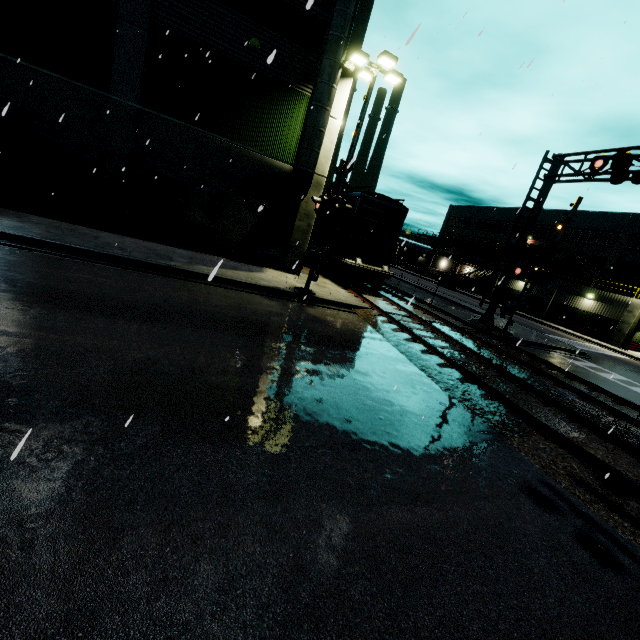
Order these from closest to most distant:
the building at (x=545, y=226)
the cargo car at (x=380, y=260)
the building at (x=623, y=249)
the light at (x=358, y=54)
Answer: the light at (x=358, y=54) → the cargo car at (x=380, y=260) → the building at (x=623, y=249) → the building at (x=545, y=226)

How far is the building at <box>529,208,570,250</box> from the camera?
46.0m

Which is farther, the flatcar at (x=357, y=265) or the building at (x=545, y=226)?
the building at (x=545, y=226)

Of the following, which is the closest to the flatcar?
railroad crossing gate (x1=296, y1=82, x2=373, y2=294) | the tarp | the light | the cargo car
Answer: the cargo car

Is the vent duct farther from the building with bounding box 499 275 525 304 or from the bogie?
the bogie

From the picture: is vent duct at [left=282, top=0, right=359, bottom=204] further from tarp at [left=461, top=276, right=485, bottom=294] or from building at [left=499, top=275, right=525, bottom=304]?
tarp at [left=461, top=276, right=485, bottom=294]

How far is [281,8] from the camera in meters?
12.8

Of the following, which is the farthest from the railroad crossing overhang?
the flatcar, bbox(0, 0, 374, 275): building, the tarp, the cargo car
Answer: the tarp
